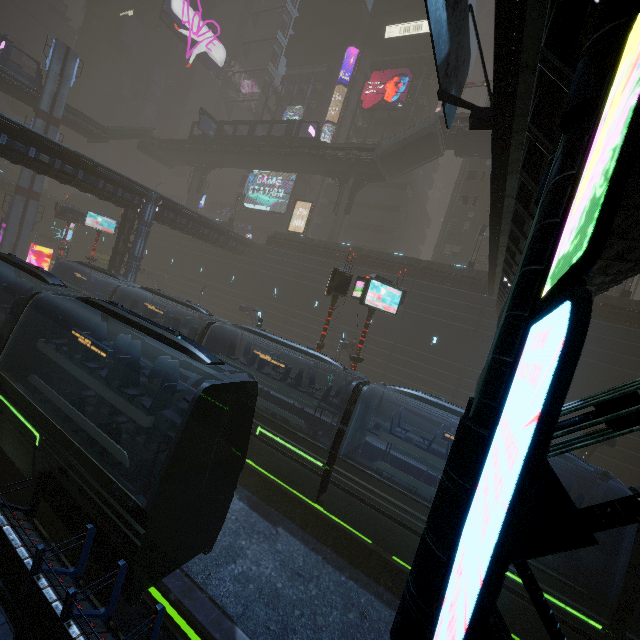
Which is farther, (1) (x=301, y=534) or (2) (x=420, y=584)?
(1) (x=301, y=534)

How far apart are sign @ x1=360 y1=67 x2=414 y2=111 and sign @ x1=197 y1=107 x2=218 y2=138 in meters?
19.3 m

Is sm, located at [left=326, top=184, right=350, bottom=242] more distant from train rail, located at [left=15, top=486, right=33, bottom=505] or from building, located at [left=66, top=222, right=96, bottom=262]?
train rail, located at [left=15, top=486, right=33, bottom=505]

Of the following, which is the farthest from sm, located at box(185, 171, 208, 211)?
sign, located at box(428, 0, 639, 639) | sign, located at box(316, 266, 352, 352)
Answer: Result: sign, located at box(428, 0, 639, 639)

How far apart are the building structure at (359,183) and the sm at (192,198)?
25.7m

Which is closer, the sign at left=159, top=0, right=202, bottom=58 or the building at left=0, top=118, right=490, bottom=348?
the building at left=0, top=118, right=490, bottom=348

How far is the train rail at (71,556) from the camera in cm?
782

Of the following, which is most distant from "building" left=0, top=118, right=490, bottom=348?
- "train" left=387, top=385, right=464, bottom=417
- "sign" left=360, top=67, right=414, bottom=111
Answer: "train" left=387, top=385, right=464, bottom=417
